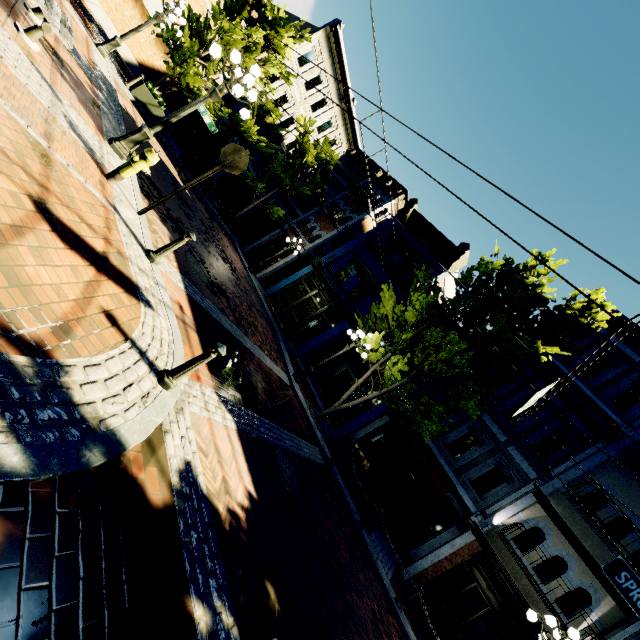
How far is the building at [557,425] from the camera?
13.2m

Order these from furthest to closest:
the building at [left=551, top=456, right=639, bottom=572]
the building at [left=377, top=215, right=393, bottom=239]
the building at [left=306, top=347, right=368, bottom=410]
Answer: the building at [left=377, top=215, right=393, bottom=239], the building at [left=306, top=347, right=368, bottom=410], the building at [left=551, top=456, right=639, bottom=572]

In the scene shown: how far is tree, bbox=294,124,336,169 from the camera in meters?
18.0 m

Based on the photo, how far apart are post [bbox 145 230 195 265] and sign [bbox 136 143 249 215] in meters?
1.2

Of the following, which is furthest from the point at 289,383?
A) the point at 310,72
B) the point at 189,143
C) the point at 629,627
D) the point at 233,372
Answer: the point at 310,72

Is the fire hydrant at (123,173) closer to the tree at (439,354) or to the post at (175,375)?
the post at (175,375)

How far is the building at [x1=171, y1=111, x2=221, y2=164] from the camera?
22.9 meters

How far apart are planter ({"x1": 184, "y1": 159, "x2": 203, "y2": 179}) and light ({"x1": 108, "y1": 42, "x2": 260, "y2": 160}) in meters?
10.2 m
